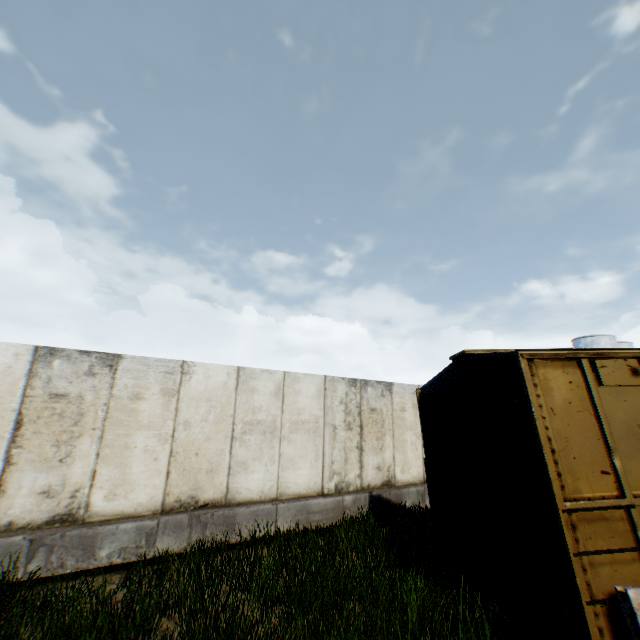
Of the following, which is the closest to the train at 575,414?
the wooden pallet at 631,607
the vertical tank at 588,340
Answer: the wooden pallet at 631,607

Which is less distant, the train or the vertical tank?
the train

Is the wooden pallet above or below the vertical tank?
below

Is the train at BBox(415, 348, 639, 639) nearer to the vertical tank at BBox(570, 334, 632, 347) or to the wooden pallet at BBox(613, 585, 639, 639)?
the wooden pallet at BBox(613, 585, 639, 639)

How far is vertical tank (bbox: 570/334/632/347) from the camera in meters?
37.1

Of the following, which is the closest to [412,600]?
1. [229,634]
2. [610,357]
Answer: [229,634]
